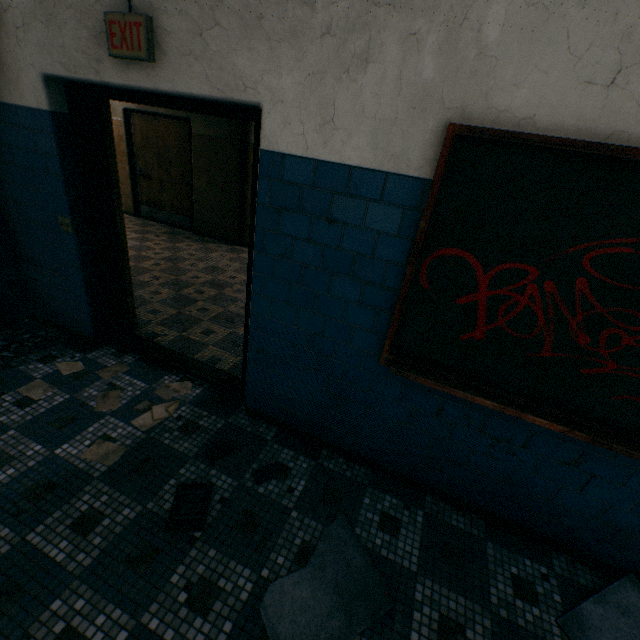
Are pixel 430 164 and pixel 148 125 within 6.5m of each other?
no

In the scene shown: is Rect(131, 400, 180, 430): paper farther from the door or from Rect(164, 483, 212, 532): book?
the door

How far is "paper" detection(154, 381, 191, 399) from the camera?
2.75m

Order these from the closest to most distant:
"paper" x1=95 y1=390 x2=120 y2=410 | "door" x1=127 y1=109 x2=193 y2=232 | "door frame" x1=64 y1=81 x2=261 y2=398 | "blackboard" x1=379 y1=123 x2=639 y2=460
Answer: "blackboard" x1=379 y1=123 x2=639 y2=460 < "door frame" x1=64 y1=81 x2=261 y2=398 < "paper" x1=95 y1=390 x2=120 y2=410 < "door" x1=127 y1=109 x2=193 y2=232

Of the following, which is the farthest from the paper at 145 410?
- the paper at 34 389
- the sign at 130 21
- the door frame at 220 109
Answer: the sign at 130 21

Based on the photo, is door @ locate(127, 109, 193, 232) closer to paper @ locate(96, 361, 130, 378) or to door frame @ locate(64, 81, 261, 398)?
door frame @ locate(64, 81, 261, 398)

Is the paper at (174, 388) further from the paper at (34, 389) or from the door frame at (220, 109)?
the paper at (34, 389)

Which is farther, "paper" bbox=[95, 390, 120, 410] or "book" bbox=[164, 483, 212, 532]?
"paper" bbox=[95, 390, 120, 410]
